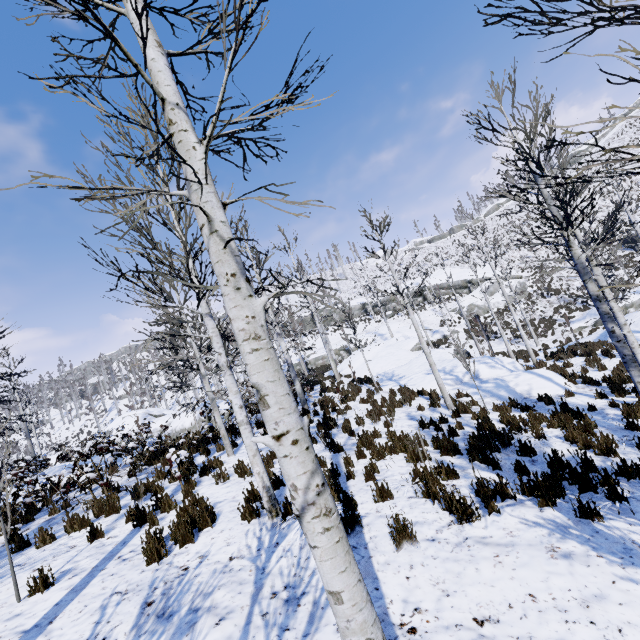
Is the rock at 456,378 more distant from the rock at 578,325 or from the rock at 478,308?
the rock at 478,308

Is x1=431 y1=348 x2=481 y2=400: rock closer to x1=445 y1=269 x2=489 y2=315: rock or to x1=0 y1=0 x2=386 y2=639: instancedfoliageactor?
x1=0 y1=0 x2=386 y2=639: instancedfoliageactor

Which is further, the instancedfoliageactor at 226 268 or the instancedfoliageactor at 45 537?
the instancedfoliageactor at 45 537

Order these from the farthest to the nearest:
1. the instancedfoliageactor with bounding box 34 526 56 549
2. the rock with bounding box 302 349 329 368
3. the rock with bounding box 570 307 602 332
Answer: the rock with bounding box 302 349 329 368 → the rock with bounding box 570 307 602 332 → the instancedfoliageactor with bounding box 34 526 56 549

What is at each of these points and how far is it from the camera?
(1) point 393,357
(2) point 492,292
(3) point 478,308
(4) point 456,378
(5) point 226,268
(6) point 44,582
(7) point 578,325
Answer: (1) rock, 23.5m
(2) rock, 38.2m
(3) rock, 37.0m
(4) rock, 14.4m
(5) instancedfoliageactor, 2.0m
(6) instancedfoliageactor, 4.5m
(7) rock, 26.0m

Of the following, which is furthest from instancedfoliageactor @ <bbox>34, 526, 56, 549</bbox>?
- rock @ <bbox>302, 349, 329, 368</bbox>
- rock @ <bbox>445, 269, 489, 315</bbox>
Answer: rock @ <bbox>302, 349, 329, 368</bbox>

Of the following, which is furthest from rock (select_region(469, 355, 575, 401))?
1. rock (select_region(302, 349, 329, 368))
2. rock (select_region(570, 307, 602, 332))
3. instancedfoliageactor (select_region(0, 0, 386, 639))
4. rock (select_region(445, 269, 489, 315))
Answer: rock (select_region(445, 269, 489, 315))

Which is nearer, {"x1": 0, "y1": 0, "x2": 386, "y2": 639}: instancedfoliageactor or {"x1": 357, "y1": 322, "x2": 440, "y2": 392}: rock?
{"x1": 0, "y1": 0, "x2": 386, "y2": 639}: instancedfoliageactor
